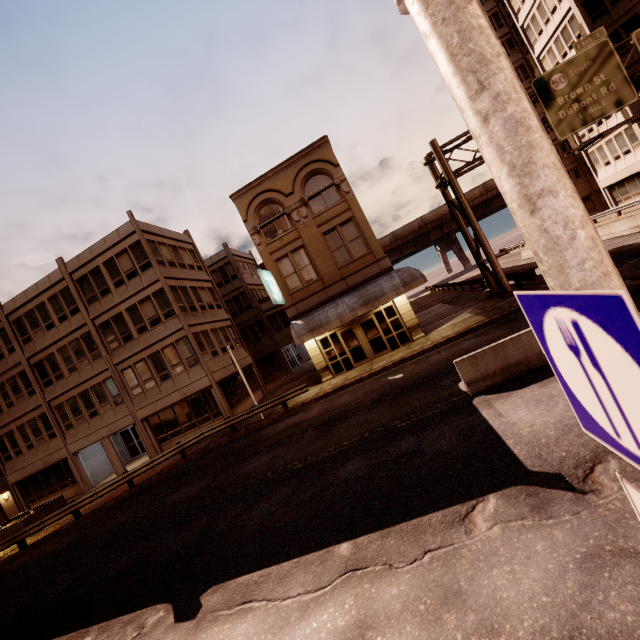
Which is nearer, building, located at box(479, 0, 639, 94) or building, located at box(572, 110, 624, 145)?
building, located at box(479, 0, 639, 94)

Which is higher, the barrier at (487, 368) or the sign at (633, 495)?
the sign at (633, 495)

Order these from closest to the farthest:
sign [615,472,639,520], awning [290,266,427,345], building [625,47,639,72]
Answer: sign [615,472,639,520], awning [290,266,427,345], building [625,47,639,72]

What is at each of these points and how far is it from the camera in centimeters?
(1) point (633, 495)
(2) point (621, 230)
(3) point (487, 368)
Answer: (1) sign, 139cm
(2) barrier, 2058cm
(3) barrier, 876cm

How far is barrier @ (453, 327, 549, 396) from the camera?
8.43m

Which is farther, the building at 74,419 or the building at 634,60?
the building at 634,60

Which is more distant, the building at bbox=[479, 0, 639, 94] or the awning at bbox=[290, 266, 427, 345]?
the building at bbox=[479, 0, 639, 94]

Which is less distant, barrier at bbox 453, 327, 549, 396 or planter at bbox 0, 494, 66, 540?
barrier at bbox 453, 327, 549, 396
